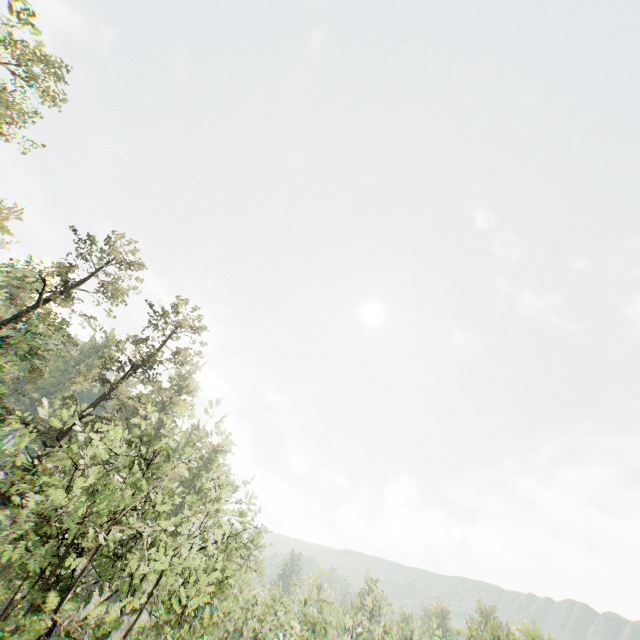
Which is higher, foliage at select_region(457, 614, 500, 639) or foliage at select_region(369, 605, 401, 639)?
foliage at select_region(457, 614, 500, 639)

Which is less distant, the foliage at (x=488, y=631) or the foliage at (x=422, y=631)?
the foliage at (x=488, y=631)

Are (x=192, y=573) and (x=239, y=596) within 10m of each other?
yes

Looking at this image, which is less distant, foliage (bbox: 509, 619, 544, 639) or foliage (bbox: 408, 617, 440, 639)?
foliage (bbox: 509, 619, 544, 639)

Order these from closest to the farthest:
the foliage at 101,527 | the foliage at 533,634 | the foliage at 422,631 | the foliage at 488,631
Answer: the foliage at 101,527 < the foliage at 533,634 < the foliage at 488,631 < the foliage at 422,631

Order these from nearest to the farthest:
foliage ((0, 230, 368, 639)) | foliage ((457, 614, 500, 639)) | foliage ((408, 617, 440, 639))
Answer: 1. foliage ((0, 230, 368, 639))
2. foliage ((457, 614, 500, 639))
3. foliage ((408, 617, 440, 639))
